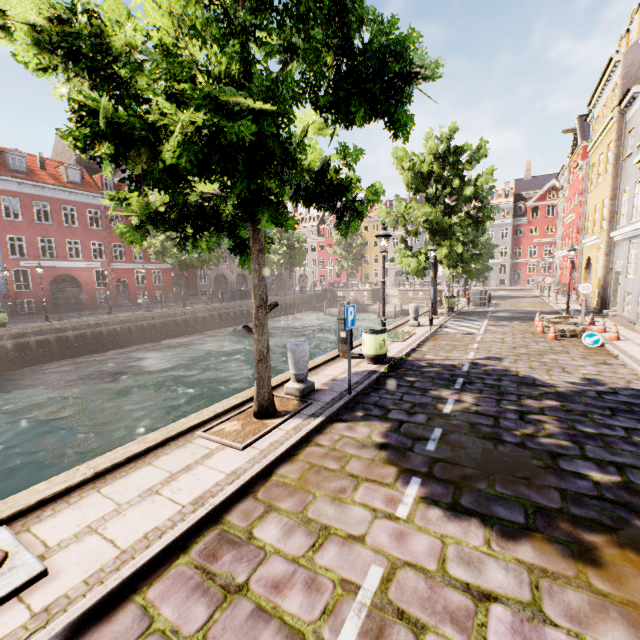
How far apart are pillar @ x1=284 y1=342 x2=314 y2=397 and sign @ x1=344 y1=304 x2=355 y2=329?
0.94m

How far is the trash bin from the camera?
→ 8.9m

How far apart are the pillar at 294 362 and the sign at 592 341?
10.01m

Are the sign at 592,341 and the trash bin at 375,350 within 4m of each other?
no

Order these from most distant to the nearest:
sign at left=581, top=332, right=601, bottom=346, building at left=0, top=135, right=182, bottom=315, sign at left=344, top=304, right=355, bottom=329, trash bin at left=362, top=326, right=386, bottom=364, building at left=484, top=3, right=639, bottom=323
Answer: building at left=0, top=135, right=182, bottom=315
building at left=484, top=3, right=639, bottom=323
sign at left=581, top=332, right=601, bottom=346
trash bin at left=362, top=326, right=386, bottom=364
sign at left=344, top=304, right=355, bottom=329

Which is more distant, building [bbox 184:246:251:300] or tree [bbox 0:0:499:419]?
building [bbox 184:246:251:300]

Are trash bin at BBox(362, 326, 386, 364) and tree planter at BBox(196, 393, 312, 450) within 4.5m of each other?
yes

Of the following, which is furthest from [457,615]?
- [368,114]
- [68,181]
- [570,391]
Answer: [68,181]
